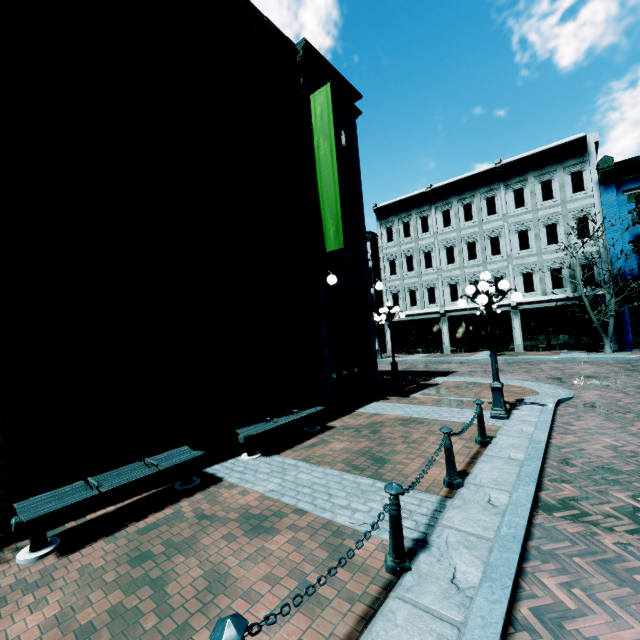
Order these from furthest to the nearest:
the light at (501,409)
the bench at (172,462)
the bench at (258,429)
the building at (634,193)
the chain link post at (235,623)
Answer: the building at (634,193), the light at (501,409), the bench at (258,429), the bench at (172,462), the chain link post at (235,623)

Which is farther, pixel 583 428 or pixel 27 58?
pixel 583 428

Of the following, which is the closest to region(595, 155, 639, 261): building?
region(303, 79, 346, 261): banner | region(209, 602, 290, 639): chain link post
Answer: region(303, 79, 346, 261): banner

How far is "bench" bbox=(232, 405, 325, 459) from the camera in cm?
665

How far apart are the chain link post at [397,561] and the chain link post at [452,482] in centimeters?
147cm

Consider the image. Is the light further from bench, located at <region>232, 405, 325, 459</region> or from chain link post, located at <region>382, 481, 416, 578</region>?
chain link post, located at <region>382, 481, 416, 578</region>

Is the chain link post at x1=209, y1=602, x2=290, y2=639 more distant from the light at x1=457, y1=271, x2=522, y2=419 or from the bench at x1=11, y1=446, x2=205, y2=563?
the light at x1=457, y1=271, x2=522, y2=419

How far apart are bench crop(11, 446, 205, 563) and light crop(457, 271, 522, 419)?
6.7m
